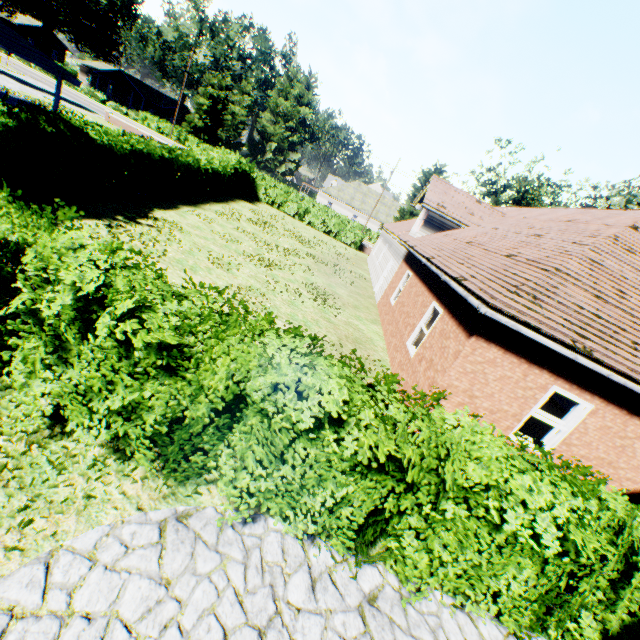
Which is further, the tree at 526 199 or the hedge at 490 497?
the tree at 526 199

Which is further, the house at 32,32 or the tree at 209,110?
the house at 32,32

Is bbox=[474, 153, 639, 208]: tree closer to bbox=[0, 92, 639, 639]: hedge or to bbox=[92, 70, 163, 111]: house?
bbox=[0, 92, 639, 639]: hedge

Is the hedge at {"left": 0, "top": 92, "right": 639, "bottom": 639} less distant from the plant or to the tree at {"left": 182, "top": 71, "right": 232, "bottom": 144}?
the tree at {"left": 182, "top": 71, "right": 232, "bottom": 144}

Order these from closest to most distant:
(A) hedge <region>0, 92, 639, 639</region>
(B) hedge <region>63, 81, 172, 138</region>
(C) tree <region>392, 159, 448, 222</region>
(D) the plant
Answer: (A) hedge <region>0, 92, 639, 639</region> < (C) tree <region>392, 159, 448, 222</region> < (D) the plant < (B) hedge <region>63, 81, 172, 138</region>

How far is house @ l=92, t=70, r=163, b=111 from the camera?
56.0 meters

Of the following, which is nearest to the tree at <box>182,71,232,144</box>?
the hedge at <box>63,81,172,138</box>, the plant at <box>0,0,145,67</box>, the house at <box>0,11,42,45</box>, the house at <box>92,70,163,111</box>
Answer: the hedge at <box>63,81,172,138</box>

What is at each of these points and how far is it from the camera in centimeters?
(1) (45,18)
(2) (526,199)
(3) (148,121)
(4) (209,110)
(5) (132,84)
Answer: (1) plant, 4838cm
(2) tree, 4984cm
(3) hedge, 4684cm
(4) tree, 5575cm
(5) house, 5566cm
